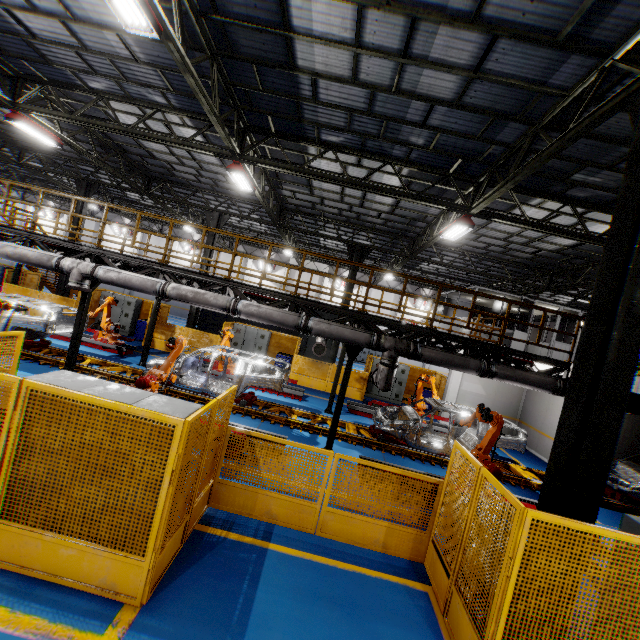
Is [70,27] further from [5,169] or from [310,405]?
[5,169]

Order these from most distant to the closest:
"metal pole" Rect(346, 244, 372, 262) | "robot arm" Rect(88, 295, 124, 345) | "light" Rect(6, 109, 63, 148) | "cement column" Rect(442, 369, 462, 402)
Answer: "metal pole" Rect(346, 244, 372, 262) → "cement column" Rect(442, 369, 462, 402) → "robot arm" Rect(88, 295, 124, 345) → "light" Rect(6, 109, 63, 148)

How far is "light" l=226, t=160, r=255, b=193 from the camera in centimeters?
1041cm

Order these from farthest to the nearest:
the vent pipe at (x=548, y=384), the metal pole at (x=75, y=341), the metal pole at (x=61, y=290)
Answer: the metal pole at (x=61, y=290) < the metal pole at (x=75, y=341) < the vent pipe at (x=548, y=384)

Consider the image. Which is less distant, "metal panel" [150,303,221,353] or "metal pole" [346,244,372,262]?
"metal panel" [150,303,221,353]

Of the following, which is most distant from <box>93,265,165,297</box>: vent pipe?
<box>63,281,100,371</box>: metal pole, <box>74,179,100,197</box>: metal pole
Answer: Result: <box>74,179,100,197</box>: metal pole

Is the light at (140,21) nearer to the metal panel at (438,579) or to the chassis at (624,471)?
the metal panel at (438,579)

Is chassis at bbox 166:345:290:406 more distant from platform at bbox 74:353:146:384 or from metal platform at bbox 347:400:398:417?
metal platform at bbox 347:400:398:417
